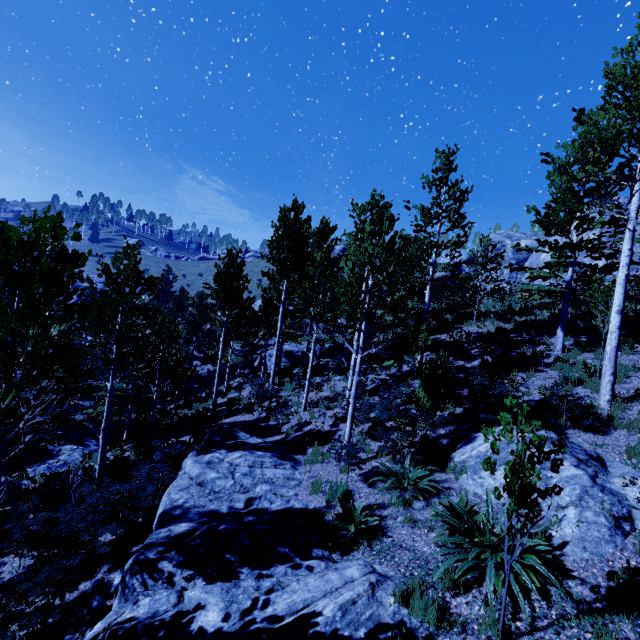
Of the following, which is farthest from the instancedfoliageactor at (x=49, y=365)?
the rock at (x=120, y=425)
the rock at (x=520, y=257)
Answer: the rock at (x=520, y=257)

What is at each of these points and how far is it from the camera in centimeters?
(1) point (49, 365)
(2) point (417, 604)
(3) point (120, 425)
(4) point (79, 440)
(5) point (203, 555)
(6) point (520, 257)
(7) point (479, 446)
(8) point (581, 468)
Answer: (1) instancedfoliageactor, 708cm
(2) instancedfoliageactor, 435cm
(3) rock, 2023cm
(4) rock, 1777cm
(5) rock, 591cm
(6) rock, 3186cm
(7) rock, 725cm
(8) rock, 570cm

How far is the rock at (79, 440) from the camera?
15.7m

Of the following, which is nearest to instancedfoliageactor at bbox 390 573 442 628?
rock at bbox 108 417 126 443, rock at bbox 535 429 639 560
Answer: rock at bbox 108 417 126 443

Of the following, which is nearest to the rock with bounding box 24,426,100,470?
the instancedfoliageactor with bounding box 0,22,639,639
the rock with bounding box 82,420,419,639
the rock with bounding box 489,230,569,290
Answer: the instancedfoliageactor with bounding box 0,22,639,639

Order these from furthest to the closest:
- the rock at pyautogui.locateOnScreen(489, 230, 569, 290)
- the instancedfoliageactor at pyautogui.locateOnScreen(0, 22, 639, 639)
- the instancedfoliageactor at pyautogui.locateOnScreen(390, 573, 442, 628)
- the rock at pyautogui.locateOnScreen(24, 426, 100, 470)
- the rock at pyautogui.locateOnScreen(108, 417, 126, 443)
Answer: the rock at pyautogui.locateOnScreen(489, 230, 569, 290)
the rock at pyautogui.locateOnScreen(108, 417, 126, 443)
the rock at pyautogui.locateOnScreen(24, 426, 100, 470)
the instancedfoliageactor at pyautogui.locateOnScreen(0, 22, 639, 639)
the instancedfoliageactor at pyautogui.locateOnScreen(390, 573, 442, 628)

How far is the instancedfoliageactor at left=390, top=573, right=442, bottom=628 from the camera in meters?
4.3 m

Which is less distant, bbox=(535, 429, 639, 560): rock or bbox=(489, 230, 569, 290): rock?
bbox=(535, 429, 639, 560): rock
